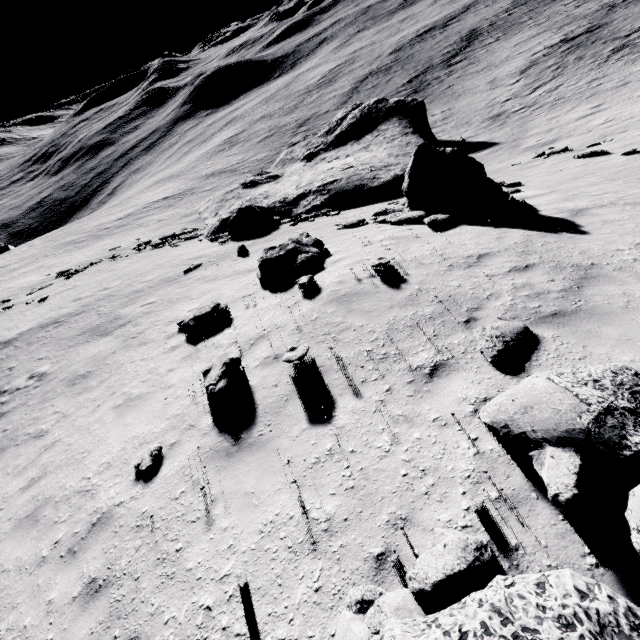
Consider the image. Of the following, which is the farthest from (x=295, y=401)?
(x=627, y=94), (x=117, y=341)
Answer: (x=627, y=94)

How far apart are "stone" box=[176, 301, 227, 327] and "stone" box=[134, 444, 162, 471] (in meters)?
4.07

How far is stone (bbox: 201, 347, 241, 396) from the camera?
5.95m

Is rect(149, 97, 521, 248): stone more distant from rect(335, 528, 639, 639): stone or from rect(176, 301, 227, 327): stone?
rect(176, 301, 227, 327): stone

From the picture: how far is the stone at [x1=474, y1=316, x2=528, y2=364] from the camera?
4.8m

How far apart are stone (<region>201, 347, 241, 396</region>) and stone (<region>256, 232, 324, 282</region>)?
3.4 meters

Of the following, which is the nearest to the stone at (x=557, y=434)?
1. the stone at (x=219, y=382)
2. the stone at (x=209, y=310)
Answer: the stone at (x=219, y=382)

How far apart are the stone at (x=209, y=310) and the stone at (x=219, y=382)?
2.7 meters
